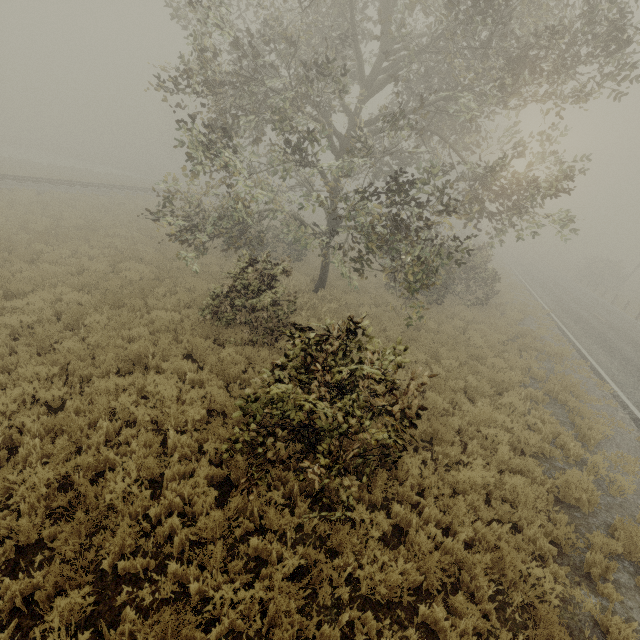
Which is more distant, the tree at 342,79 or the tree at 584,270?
the tree at 584,270

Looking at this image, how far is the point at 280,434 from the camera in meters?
4.6

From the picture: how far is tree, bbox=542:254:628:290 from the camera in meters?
37.7

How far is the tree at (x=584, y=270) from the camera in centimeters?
3772cm

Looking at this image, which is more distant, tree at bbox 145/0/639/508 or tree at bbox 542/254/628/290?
tree at bbox 542/254/628/290
